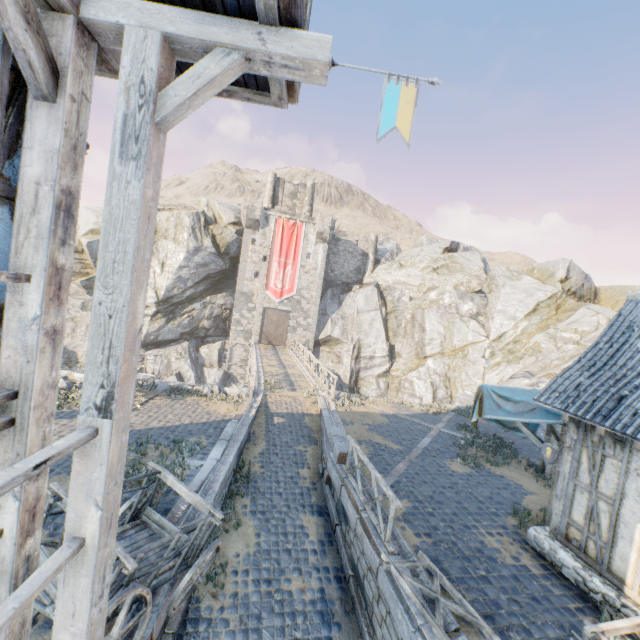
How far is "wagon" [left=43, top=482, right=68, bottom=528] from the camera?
4.3 meters

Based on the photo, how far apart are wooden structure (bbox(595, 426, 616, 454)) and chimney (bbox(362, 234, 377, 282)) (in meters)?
32.98

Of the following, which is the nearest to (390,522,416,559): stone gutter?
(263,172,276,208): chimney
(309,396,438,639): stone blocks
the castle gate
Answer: (309,396,438,639): stone blocks

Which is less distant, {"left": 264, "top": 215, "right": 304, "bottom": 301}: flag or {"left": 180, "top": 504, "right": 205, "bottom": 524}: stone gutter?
{"left": 180, "top": 504, "right": 205, "bottom": 524}: stone gutter

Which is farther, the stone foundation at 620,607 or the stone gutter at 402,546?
the stone gutter at 402,546

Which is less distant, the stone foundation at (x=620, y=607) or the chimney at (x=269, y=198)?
the stone foundation at (x=620, y=607)

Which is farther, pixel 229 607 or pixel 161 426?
pixel 161 426

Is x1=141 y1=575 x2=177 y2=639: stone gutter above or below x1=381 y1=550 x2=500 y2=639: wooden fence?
below
